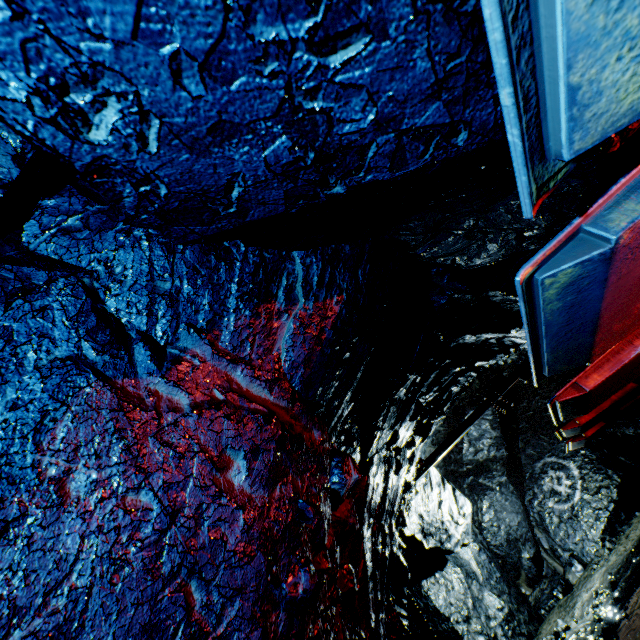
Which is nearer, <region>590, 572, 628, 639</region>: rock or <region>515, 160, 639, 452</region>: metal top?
<region>515, 160, 639, 452</region>: metal top

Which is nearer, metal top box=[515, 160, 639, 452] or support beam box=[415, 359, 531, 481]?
metal top box=[515, 160, 639, 452]

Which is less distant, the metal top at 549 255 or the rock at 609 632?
the metal top at 549 255

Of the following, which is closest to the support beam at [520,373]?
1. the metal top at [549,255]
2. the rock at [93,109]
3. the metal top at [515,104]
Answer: the rock at [93,109]

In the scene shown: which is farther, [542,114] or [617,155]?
[617,155]

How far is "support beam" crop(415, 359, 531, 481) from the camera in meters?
8.3

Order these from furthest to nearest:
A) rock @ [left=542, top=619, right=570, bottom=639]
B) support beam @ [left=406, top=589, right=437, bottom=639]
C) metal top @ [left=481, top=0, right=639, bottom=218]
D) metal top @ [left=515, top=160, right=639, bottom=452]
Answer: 1. rock @ [left=542, top=619, right=570, bottom=639]
2. support beam @ [left=406, top=589, right=437, bottom=639]
3. metal top @ [left=515, top=160, right=639, bottom=452]
4. metal top @ [left=481, top=0, right=639, bottom=218]

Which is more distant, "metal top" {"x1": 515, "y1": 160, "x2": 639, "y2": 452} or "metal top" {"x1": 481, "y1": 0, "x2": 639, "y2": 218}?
"metal top" {"x1": 515, "y1": 160, "x2": 639, "y2": 452}
